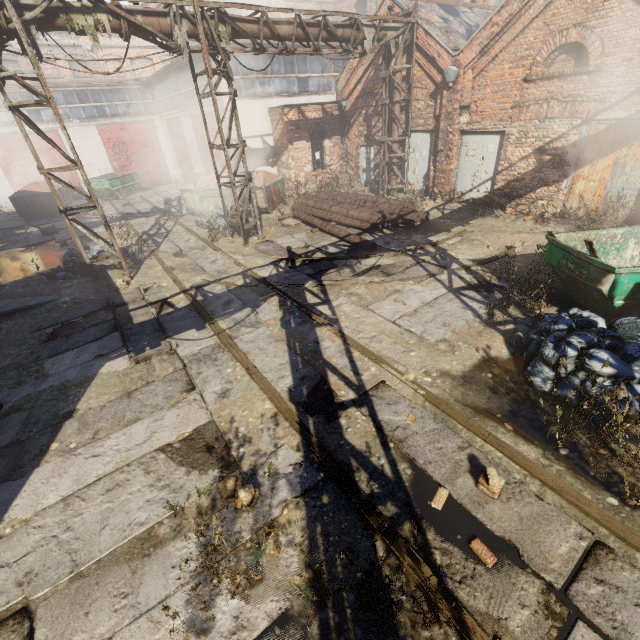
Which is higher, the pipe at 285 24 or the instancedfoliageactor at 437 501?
the pipe at 285 24

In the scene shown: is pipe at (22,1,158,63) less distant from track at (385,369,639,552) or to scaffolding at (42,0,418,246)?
scaffolding at (42,0,418,246)

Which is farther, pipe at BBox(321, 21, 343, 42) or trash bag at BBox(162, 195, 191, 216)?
trash bag at BBox(162, 195, 191, 216)

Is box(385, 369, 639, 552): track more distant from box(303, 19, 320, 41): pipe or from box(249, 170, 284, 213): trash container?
box(303, 19, 320, 41): pipe

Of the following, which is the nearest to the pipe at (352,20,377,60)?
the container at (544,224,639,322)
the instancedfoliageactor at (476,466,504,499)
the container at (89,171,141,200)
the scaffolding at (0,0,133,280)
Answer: the scaffolding at (0,0,133,280)

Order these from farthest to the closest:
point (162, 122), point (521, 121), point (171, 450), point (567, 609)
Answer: point (162, 122), point (521, 121), point (171, 450), point (567, 609)

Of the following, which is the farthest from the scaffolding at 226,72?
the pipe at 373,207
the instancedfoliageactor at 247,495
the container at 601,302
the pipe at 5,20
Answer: the container at 601,302

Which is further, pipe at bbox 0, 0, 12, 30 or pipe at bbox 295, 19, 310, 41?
pipe at bbox 295, 19, 310, 41
